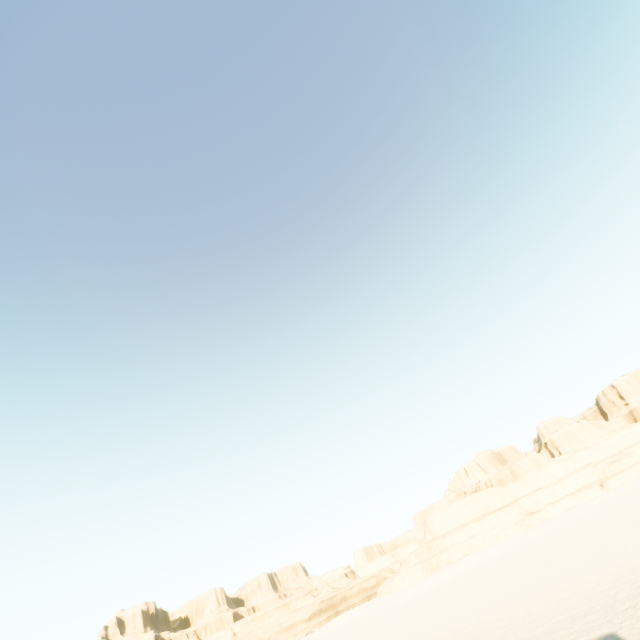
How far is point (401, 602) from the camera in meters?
49.2 m
